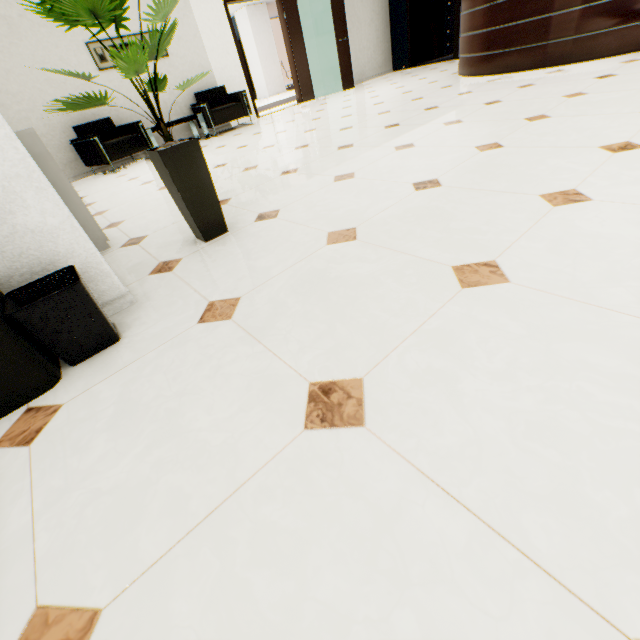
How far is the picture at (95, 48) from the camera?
5.6 meters

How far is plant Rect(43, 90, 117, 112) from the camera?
1.55m

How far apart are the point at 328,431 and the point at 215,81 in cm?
865

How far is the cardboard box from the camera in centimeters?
980cm

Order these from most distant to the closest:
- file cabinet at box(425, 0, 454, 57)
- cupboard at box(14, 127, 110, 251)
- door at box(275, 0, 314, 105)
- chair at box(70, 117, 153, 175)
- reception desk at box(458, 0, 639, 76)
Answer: file cabinet at box(425, 0, 454, 57) < door at box(275, 0, 314, 105) < chair at box(70, 117, 153, 175) < reception desk at box(458, 0, 639, 76) < cupboard at box(14, 127, 110, 251)

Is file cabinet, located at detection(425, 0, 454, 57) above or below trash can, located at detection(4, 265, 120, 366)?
above

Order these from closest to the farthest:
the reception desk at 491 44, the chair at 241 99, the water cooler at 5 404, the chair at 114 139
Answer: the water cooler at 5 404 < the reception desk at 491 44 < the chair at 114 139 < the chair at 241 99

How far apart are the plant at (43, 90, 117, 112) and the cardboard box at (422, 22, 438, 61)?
11.6 meters
